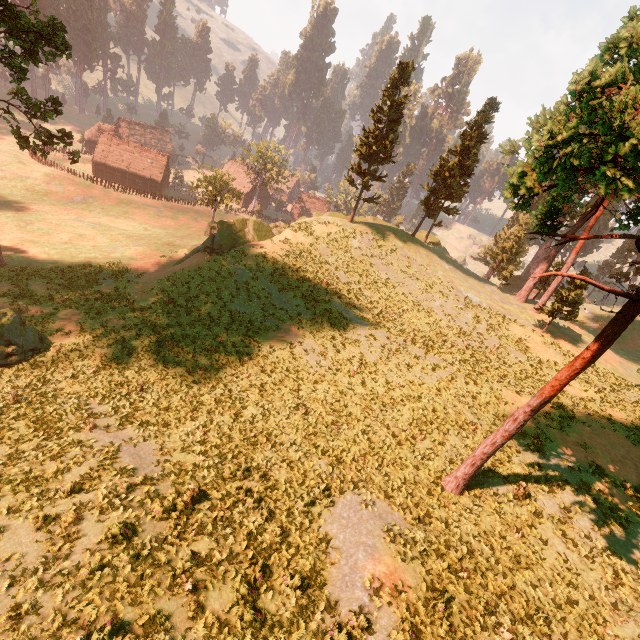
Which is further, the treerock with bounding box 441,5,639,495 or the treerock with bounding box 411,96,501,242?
the treerock with bounding box 411,96,501,242

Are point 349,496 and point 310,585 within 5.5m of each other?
yes

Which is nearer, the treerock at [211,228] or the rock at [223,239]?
the rock at [223,239]

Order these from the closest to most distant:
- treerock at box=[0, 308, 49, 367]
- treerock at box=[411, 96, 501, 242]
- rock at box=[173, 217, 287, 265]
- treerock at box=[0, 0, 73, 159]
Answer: treerock at box=[0, 308, 49, 367] → treerock at box=[0, 0, 73, 159] → rock at box=[173, 217, 287, 265] → treerock at box=[411, 96, 501, 242]

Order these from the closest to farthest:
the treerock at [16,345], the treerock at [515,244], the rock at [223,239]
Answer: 1. the treerock at [515,244]
2. the treerock at [16,345]
3. the rock at [223,239]

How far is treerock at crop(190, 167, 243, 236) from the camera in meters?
48.5 m
